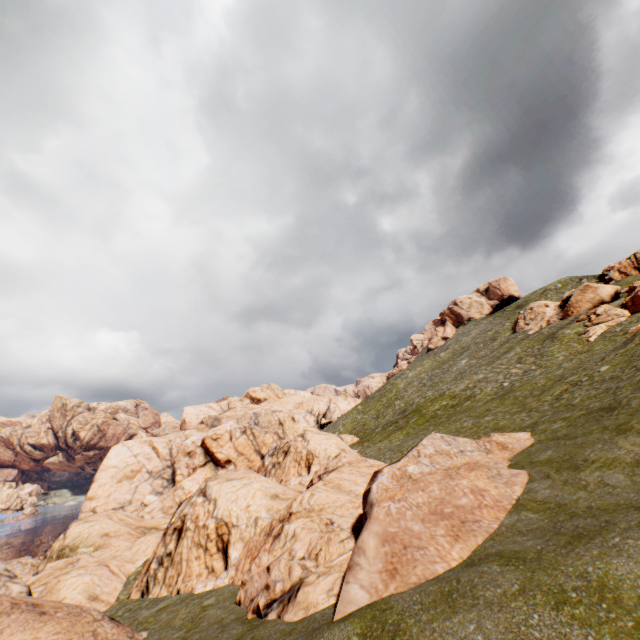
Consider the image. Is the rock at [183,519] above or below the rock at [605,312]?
below

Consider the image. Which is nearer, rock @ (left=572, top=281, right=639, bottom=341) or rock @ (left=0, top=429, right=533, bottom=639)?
rock @ (left=0, top=429, right=533, bottom=639)

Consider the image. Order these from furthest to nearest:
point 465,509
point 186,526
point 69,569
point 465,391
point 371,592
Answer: point 465,391, point 69,569, point 186,526, point 465,509, point 371,592

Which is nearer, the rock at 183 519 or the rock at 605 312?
the rock at 183 519

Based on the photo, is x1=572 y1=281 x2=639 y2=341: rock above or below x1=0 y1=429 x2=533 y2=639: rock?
above
